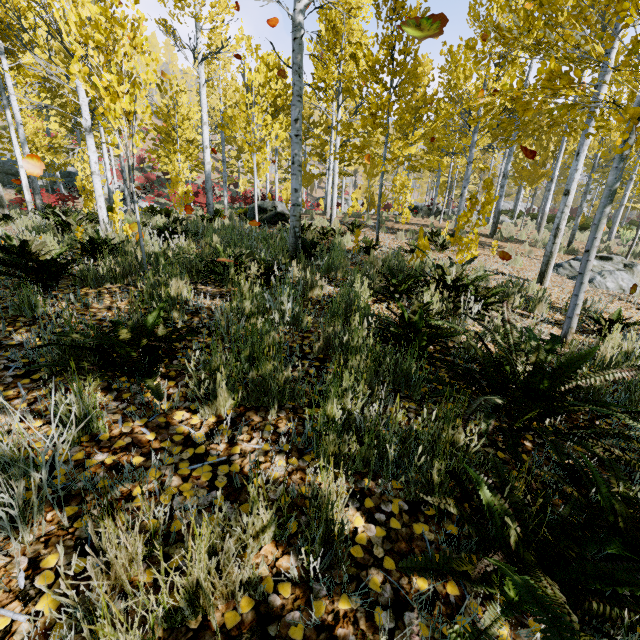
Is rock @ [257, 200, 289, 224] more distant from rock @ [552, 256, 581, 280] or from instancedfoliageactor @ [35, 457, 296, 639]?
rock @ [552, 256, 581, 280]

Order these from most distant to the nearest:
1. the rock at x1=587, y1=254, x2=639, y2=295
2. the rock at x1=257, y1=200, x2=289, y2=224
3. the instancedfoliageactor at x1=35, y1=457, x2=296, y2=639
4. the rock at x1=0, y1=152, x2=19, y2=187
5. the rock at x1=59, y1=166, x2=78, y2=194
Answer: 1. the rock at x1=59, y1=166, x2=78, y2=194
2. the rock at x1=0, y1=152, x2=19, y2=187
3. the rock at x1=257, y1=200, x2=289, y2=224
4. the rock at x1=587, y1=254, x2=639, y2=295
5. the instancedfoliageactor at x1=35, y1=457, x2=296, y2=639

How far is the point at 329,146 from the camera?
10.83m

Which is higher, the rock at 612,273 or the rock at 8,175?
the rock at 8,175

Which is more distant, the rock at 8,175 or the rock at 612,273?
the rock at 8,175

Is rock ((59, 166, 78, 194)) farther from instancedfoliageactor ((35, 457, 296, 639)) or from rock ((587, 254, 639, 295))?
rock ((587, 254, 639, 295))

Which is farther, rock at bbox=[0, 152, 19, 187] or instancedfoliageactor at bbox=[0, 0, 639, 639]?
rock at bbox=[0, 152, 19, 187]

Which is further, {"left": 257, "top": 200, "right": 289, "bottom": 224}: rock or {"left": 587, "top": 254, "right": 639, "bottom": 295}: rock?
{"left": 257, "top": 200, "right": 289, "bottom": 224}: rock
